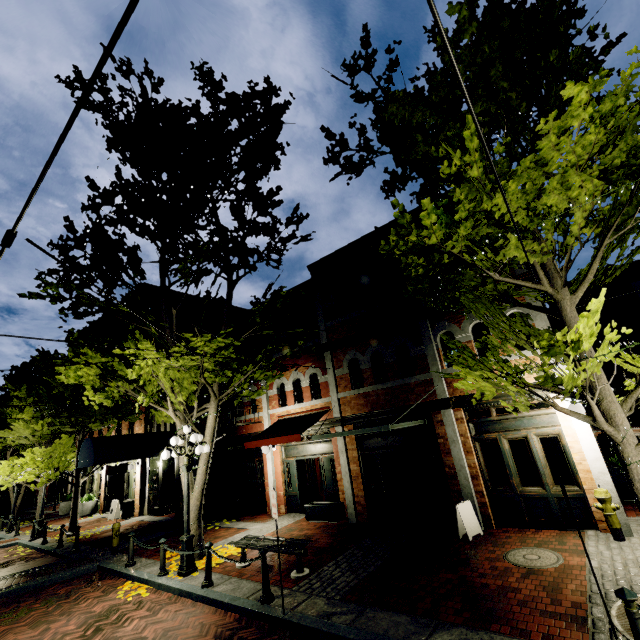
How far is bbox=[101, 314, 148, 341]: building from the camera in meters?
22.5

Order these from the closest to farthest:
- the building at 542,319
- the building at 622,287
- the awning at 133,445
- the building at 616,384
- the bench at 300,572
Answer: the bench at 300,572 < the building at 542,319 < the awning at 133,445 < the building at 616,384 < the building at 622,287

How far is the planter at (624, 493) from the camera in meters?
8.9 m

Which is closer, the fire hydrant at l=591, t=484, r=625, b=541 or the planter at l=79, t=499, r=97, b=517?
the fire hydrant at l=591, t=484, r=625, b=541

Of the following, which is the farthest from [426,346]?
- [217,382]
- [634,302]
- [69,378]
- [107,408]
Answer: [634,302]

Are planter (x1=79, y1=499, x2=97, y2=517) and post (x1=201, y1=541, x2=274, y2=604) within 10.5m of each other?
no

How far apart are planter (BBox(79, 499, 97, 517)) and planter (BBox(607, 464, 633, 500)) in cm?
2670

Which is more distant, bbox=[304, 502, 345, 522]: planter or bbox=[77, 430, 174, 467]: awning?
bbox=[77, 430, 174, 467]: awning
